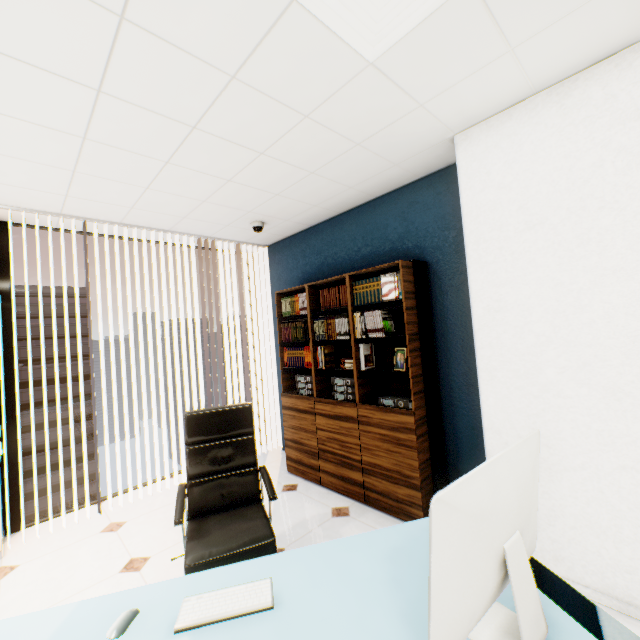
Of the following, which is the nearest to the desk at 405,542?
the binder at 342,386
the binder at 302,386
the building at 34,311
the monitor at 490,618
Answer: the monitor at 490,618

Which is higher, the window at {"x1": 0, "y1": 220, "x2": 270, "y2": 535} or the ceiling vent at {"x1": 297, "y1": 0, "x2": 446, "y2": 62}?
the ceiling vent at {"x1": 297, "y1": 0, "x2": 446, "y2": 62}

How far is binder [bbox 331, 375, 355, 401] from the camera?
3.1 meters

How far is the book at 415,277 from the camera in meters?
2.7 m

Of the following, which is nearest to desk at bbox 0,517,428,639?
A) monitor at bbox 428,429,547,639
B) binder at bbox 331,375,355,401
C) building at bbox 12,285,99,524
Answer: monitor at bbox 428,429,547,639

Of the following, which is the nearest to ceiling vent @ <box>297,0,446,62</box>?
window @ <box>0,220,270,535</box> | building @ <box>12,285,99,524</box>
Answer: window @ <box>0,220,270,535</box>

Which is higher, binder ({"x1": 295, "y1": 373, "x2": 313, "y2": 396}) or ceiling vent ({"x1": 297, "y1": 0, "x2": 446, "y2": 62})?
ceiling vent ({"x1": 297, "y1": 0, "x2": 446, "y2": 62})

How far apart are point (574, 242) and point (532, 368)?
0.8m
